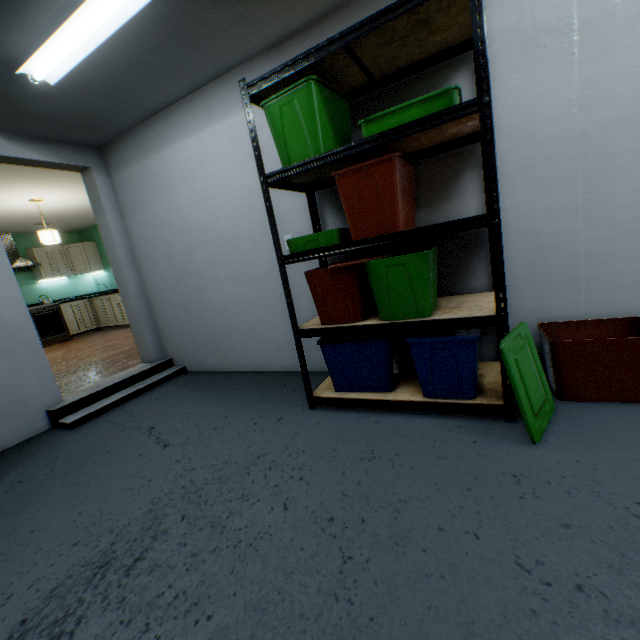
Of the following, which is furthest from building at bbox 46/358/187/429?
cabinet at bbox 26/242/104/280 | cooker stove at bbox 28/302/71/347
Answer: cabinet at bbox 26/242/104/280

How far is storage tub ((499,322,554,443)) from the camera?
1.4 meters

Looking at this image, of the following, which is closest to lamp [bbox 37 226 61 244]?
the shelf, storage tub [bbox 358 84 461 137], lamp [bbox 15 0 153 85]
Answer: lamp [bbox 15 0 153 85]

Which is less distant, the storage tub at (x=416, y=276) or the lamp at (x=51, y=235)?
the storage tub at (x=416, y=276)

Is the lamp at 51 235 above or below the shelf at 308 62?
above

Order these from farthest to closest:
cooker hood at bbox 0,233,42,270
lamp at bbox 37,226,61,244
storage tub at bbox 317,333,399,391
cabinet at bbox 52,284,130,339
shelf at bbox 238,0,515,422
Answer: cabinet at bbox 52,284,130,339
cooker hood at bbox 0,233,42,270
lamp at bbox 37,226,61,244
storage tub at bbox 317,333,399,391
shelf at bbox 238,0,515,422

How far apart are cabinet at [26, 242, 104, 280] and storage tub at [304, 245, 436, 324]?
7.9 meters

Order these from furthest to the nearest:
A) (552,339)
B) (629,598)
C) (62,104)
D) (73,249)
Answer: (73,249), (62,104), (552,339), (629,598)
